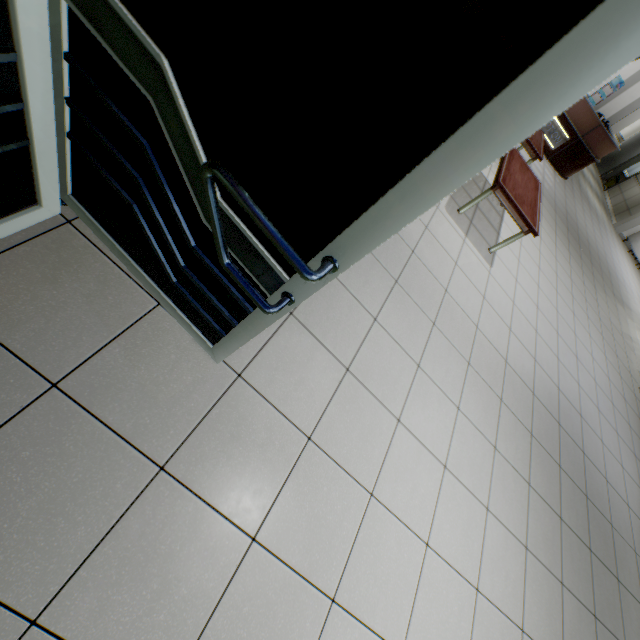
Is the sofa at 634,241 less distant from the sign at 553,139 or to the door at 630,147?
the door at 630,147

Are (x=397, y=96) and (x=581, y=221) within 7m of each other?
no

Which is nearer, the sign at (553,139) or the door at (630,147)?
the sign at (553,139)

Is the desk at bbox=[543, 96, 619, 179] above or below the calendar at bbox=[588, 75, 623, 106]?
below

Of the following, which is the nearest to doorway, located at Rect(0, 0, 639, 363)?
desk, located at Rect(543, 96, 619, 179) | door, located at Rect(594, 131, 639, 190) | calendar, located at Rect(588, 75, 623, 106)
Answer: desk, located at Rect(543, 96, 619, 179)

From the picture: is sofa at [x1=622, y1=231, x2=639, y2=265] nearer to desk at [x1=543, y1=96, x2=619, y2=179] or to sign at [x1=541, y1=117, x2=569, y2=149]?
desk at [x1=543, y1=96, x2=619, y2=179]

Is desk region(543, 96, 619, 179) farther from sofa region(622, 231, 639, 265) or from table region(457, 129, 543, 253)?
table region(457, 129, 543, 253)

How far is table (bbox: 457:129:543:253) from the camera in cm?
353
